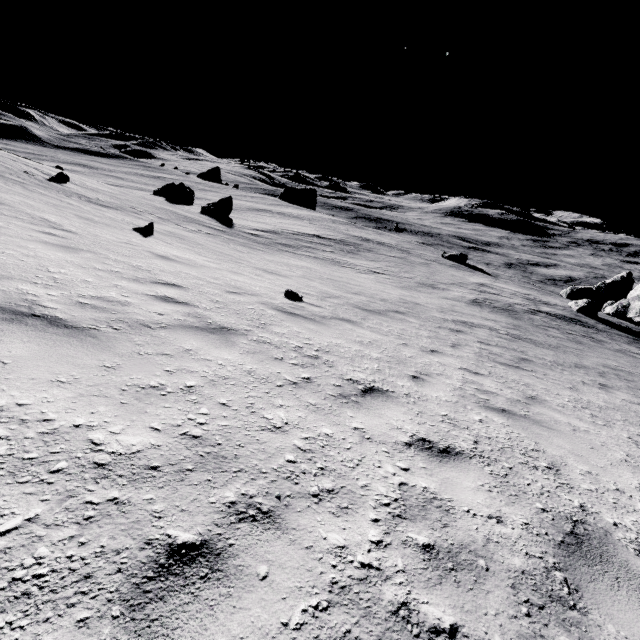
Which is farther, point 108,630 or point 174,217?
point 174,217

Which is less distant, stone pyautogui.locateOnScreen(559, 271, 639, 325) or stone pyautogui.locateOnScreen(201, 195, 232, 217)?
stone pyautogui.locateOnScreen(559, 271, 639, 325)

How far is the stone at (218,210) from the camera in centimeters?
2917cm

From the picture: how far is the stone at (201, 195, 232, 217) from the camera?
29.17m

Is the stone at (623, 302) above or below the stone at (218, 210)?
below

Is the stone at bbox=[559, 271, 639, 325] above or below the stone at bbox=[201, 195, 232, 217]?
below
